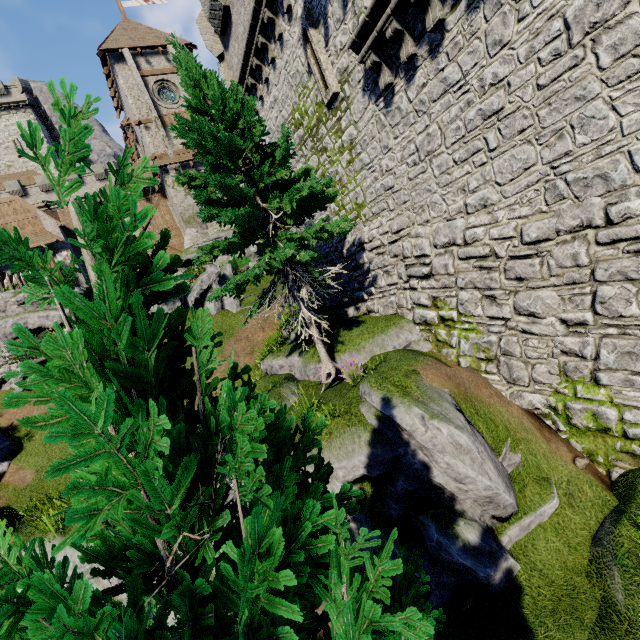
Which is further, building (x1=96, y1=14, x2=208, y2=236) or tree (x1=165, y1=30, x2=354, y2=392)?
building (x1=96, y1=14, x2=208, y2=236)

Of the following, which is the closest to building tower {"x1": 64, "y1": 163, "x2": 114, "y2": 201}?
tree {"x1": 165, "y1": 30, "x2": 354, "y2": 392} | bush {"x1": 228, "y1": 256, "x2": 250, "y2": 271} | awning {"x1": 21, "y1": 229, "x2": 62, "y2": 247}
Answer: awning {"x1": 21, "y1": 229, "x2": 62, "y2": 247}

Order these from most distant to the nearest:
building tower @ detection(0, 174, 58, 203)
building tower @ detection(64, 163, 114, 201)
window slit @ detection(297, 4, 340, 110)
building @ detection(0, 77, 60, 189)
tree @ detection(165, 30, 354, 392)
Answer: building @ detection(0, 77, 60, 189) < building tower @ detection(64, 163, 114, 201) < building tower @ detection(0, 174, 58, 203) < window slit @ detection(297, 4, 340, 110) < tree @ detection(165, 30, 354, 392)

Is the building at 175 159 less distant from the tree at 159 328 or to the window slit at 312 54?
the window slit at 312 54

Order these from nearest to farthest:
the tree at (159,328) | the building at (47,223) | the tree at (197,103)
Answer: the tree at (159,328), the tree at (197,103), the building at (47,223)

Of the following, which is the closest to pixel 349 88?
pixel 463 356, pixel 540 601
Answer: pixel 463 356

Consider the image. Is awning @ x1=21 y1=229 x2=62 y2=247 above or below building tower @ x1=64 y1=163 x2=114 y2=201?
below

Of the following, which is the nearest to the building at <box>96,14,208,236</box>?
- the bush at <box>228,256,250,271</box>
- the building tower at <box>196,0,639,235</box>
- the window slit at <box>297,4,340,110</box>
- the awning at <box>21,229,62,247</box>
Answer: the awning at <box>21,229,62,247</box>
